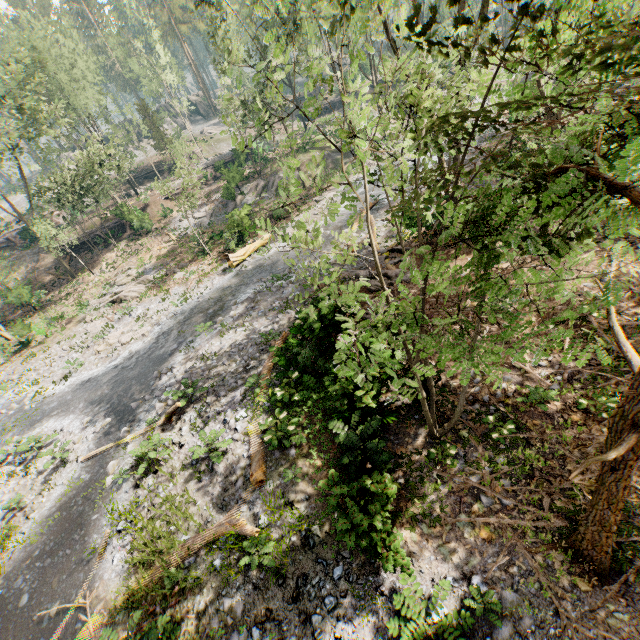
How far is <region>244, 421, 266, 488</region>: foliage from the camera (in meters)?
9.19

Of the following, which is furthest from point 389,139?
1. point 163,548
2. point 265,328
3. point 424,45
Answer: point 163,548

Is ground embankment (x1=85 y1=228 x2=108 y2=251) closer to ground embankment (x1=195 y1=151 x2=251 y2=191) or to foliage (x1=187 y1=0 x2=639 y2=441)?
foliage (x1=187 y1=0 x2=639 y2=441)

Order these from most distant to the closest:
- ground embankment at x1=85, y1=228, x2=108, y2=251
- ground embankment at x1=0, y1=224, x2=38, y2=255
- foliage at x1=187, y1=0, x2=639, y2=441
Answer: ground embankment at x1=0, y1=224, x2=38, y2=255 < ground embankment at x1=85, y1=228, x2=108, y2=251 < foliage at x1=187, y1=0, x2=639, y2=441

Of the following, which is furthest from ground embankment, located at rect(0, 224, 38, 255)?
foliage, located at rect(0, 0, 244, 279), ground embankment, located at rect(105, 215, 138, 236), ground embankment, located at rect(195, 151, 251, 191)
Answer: ground embankment, located at rect(195, 151, 251, 191)

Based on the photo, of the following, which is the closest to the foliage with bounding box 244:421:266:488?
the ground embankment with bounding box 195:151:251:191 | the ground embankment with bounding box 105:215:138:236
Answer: the ground embankment with bounding box 195:151:251:191

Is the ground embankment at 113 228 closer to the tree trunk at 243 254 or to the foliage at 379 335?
the foliage at 379 335

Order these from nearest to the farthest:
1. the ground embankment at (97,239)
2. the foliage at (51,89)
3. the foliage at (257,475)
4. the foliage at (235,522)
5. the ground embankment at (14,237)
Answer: the foliage at (235,522) < the foliage at (257,475) < the foliage at (51,89) < the ground embankment at (97,239) < the ground embankment at (14,237)
